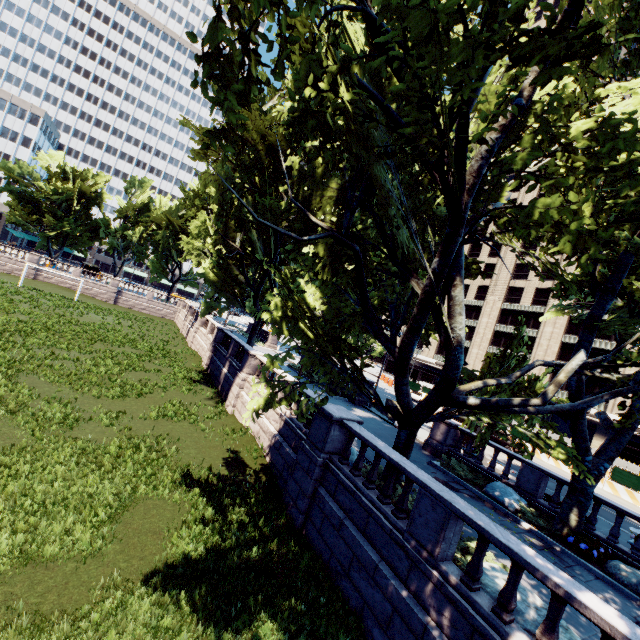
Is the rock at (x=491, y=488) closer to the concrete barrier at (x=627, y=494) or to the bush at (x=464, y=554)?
the bush at (x=464, y=554)

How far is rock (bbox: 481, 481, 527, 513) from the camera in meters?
14.0 m

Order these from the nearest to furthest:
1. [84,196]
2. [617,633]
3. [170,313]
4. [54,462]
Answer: [617,633]
[54,462]
[84,196]
[170,313]

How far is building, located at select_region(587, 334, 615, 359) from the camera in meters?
40.6 m

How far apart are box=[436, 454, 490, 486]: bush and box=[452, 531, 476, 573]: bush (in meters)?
7.21

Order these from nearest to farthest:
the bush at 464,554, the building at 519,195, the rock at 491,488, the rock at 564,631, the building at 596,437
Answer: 1. the rock at 564,631
2. the bush at 464,554
3. the rock at 491,488
4. the building at 596,437
5. the building at 519,195

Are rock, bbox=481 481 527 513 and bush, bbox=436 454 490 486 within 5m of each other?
yes

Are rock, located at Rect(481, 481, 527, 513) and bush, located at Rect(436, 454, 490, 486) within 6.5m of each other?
yes
